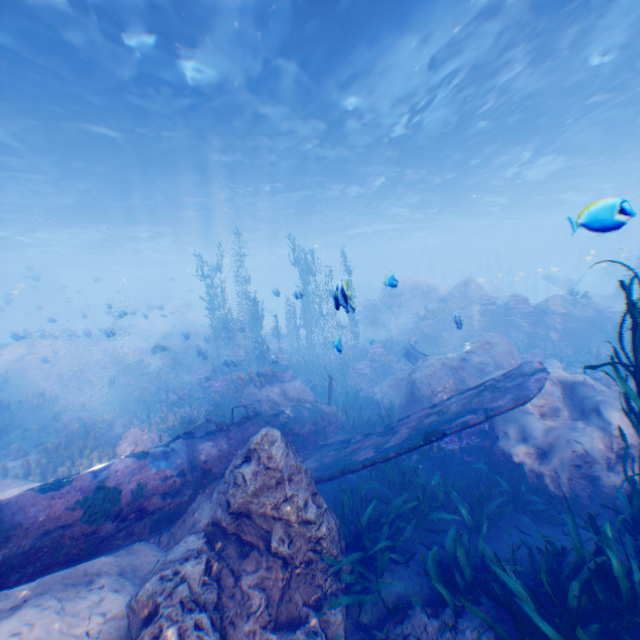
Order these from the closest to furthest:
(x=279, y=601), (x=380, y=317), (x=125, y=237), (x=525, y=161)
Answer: (x=279, y=601), (x=525, y=161), (x=380, y=317), (x=125, y=237)

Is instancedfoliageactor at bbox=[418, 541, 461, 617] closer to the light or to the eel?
the eel

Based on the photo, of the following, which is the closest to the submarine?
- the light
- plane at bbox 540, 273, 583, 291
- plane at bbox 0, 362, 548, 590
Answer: the light

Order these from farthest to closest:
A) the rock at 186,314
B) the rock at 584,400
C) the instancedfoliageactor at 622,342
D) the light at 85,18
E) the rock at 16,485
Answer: the rock at 186,314 < the light at 85,18 < the rock at 16,485 < the rock at 584,400 < the instancedfoliageactor at 622,342

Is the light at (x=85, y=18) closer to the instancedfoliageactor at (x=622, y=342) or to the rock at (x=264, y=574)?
the rock at (x=264, y=574)

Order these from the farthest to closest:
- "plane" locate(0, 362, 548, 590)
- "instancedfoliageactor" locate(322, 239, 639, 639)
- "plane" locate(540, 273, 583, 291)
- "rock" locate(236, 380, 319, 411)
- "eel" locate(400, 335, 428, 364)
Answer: Answer: "plane" locate(540, 273, 583, 291), "eel" locate(400, 335, 428, 364), "rock" locate(236, 380, 319, 411), "plane" locate(0, 362, 548, 590), "instancedfoliageactor" locate(322, 239, 639, 639)

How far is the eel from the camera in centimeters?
1357cm

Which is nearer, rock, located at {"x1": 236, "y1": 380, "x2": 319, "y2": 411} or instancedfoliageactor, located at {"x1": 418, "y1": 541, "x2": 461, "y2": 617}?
instancedfoliageactor, located at {"x1": 418, "y1": 541, "x2": 461, "y2": 617}
